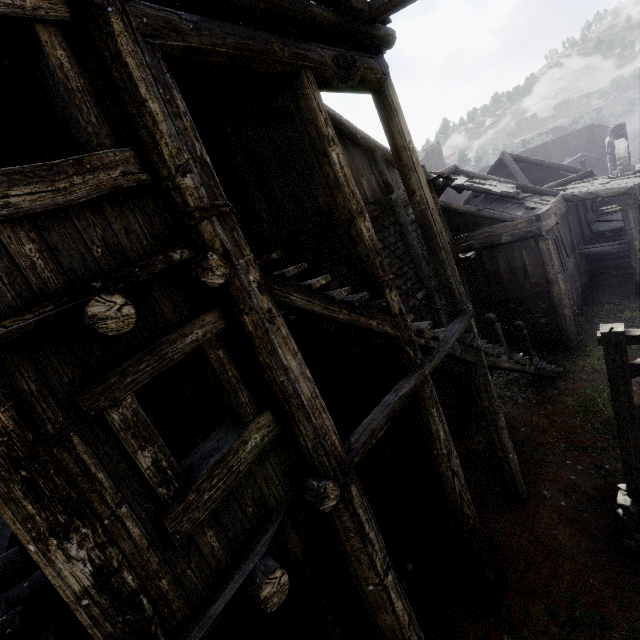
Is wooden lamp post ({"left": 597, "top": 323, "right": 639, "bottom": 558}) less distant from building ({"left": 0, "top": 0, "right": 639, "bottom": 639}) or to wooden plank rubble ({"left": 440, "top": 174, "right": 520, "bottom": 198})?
building ({"left": 0, "top": 0, "right": 639, "bottom": 639})

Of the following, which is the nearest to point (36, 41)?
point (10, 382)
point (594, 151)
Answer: point (10, 382)

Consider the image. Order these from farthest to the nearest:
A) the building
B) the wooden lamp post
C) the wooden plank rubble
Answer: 1. the wooden plank rubble
2. the wooden lamp post
3. the building

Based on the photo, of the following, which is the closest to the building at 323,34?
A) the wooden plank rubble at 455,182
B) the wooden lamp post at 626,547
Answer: the wooden plank rubble at 455,182

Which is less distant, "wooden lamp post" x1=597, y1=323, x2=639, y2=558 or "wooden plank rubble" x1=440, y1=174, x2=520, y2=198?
"wooden lamp post" x1=597, y1=323, x2=639, y2=558

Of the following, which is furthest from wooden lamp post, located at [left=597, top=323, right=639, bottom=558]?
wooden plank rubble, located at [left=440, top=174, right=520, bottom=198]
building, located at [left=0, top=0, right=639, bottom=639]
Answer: wooden plank rubble, located at [left=440, top=174, right=520, bottom=198]

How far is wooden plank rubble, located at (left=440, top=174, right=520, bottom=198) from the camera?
13.27m

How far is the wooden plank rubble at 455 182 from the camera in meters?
13.3 m
